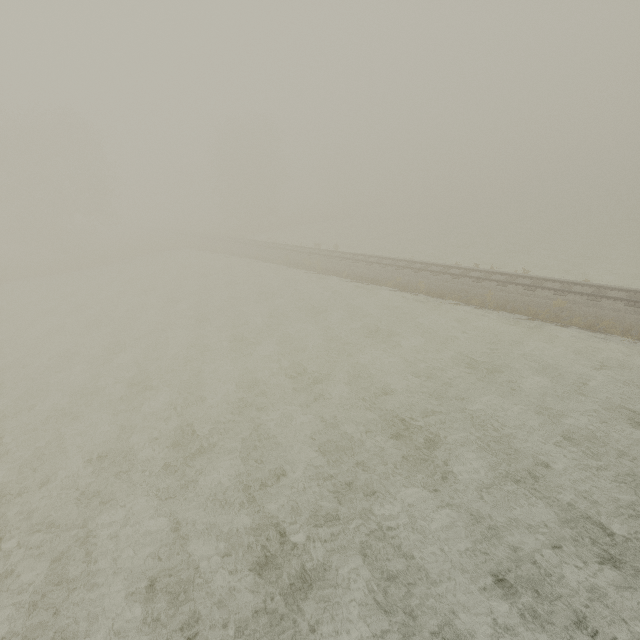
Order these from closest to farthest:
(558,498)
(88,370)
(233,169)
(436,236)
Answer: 1. (558,498)
2. (88,370)
3. (436,236)
4. (233,169)
